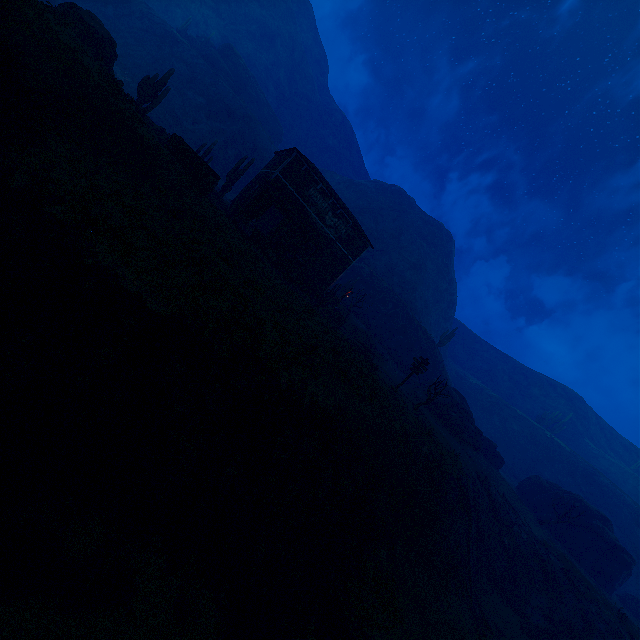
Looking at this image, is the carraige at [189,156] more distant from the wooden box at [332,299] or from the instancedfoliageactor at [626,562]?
the instancedfoliageactor at [626,562]

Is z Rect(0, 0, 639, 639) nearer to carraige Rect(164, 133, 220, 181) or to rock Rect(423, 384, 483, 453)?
carraige Rect(164, 133, 220, 181)

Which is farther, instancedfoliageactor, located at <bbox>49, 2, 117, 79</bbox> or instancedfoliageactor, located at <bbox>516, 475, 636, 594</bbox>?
instancedfoliageactor, located at <bbox>516, 475, 636, 594</bbox>

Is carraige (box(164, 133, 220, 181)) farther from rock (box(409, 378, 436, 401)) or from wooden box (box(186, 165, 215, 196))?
rock (box(409, 378, 436, 401))

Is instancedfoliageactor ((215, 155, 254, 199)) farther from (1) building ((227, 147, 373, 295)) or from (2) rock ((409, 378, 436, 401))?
(2) rock ((409, 378, 436, 401))

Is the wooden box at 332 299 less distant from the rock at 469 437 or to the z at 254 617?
the z at 254 617

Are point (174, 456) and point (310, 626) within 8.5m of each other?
yes

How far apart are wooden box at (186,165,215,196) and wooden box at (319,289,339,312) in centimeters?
1302cm
